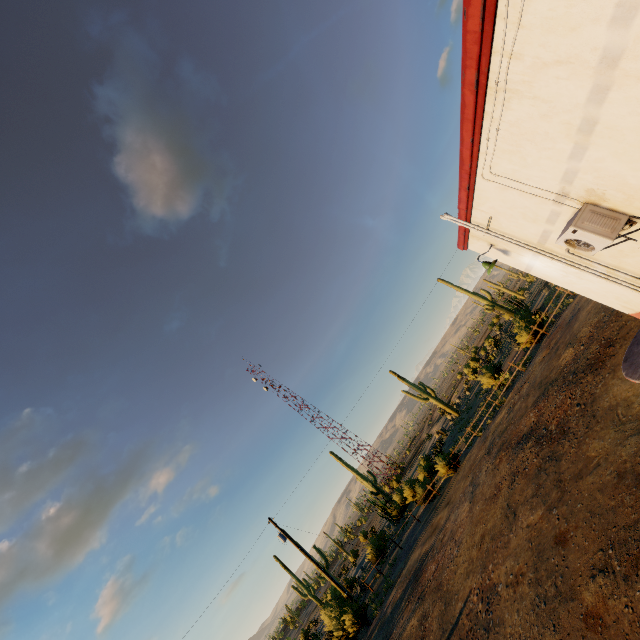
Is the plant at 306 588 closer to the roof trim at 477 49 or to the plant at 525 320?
the plant at 525 320

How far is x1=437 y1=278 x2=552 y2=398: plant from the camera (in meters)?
22.50

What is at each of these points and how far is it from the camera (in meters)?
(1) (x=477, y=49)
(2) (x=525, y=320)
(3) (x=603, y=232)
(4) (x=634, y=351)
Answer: (1) roof trim, 3.06
(2) plant, 24.89
(3) air conditioner, 4.37
(4) curb, 8.23

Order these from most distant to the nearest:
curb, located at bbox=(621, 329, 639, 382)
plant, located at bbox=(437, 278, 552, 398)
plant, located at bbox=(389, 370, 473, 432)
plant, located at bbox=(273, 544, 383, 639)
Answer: plant, located at bbox=(389, 370, 473, 432)
plant, located at bbox=(437, 278, 552, 398)
plant, located at bbox=(273, 544, 383, 639)
curb, located at bbox=(621, 329, 639, 382)

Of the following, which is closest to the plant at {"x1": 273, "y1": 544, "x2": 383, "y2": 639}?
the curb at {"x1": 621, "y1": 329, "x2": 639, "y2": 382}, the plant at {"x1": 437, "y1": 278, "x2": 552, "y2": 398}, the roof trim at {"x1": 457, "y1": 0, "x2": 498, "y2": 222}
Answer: the plant at {"x1": 437, "y1": 278, "x2": 552, "y2": 398}

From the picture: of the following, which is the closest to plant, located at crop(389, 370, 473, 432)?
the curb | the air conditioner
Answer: the curb

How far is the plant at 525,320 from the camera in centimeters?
2250cm

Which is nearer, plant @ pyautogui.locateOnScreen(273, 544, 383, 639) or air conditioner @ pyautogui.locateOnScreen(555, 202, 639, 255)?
air conditioner @ pyautogui.locateOnScreen(555, 202, 639, 255)
